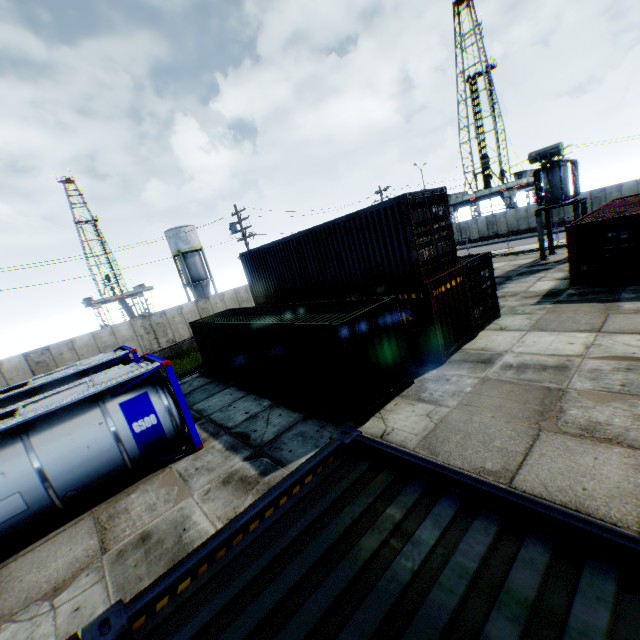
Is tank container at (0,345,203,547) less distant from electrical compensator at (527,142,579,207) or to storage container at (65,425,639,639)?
storage container at (65,425,639,639)

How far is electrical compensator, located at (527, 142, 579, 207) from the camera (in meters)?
20.42

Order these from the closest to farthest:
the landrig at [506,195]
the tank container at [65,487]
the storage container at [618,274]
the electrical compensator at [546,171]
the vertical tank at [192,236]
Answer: the tank container at [65,487], the storage container at [618,274], the electrical compensator at [546,171], the vertical tank at [192,236], the landrig at [506,195]

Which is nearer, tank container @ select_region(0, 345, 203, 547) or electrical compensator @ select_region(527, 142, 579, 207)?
tank container @ select_region(0, 345, 203, 547)

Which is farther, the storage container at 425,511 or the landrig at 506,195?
the landrig at 506,195

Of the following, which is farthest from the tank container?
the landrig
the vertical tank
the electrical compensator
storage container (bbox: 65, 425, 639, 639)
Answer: the landrig

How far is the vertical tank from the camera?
42.7 meters

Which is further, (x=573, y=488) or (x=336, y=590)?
(x=573, y=488)
